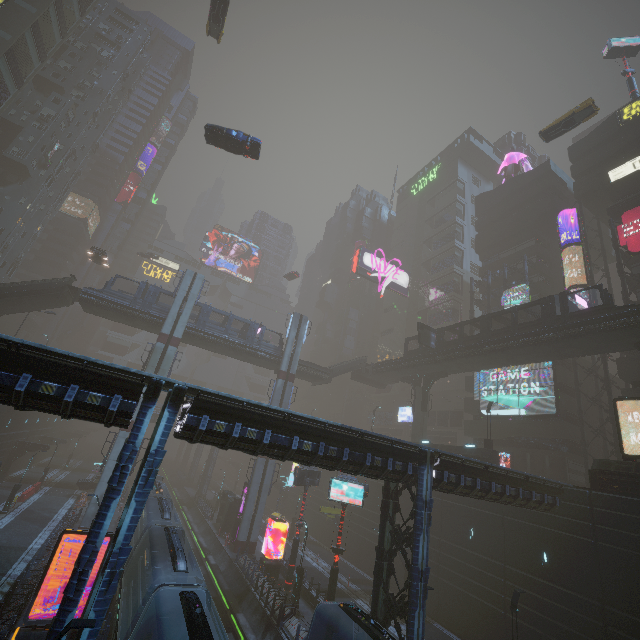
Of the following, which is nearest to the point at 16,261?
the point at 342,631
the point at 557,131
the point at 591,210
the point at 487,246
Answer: the point at 342,631

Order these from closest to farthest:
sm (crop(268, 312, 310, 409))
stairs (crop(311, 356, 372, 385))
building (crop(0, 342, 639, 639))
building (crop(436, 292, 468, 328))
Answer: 1. building (crop(0, 342, 639, 639))
2. sm (crop(268, 312, 310, 409))
3. stairs (crop(311, 356, 372, 385))
4. building (crop(436, 292, 468, 328))

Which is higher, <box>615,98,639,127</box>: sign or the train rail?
<box>615,98,639,127</box>: sign

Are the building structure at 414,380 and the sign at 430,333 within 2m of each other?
no

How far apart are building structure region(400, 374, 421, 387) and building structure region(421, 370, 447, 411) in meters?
0.7

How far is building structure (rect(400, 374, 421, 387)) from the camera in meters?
43.0 m

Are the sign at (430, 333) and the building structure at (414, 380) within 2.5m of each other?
no

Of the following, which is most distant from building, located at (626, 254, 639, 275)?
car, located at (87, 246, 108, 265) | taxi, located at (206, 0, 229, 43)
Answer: taxi, located at (206, 0, 229, 43)
